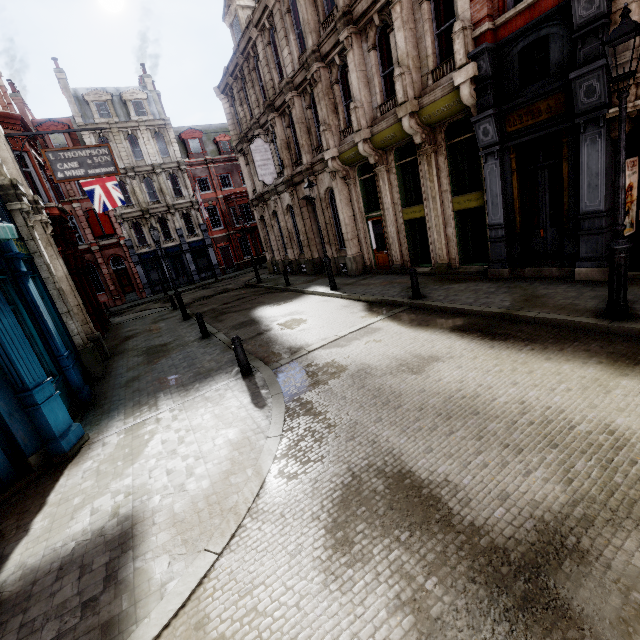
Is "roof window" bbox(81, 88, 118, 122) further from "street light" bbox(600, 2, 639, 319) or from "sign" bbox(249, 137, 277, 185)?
"street light" bbox(600, 2, 639, 319)

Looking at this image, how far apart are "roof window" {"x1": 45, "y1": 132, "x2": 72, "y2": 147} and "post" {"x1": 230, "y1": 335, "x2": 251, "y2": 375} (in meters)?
34.49

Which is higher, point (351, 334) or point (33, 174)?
point (33, 174)

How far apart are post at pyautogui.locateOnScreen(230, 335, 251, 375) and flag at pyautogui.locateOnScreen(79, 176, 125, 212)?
15.4m

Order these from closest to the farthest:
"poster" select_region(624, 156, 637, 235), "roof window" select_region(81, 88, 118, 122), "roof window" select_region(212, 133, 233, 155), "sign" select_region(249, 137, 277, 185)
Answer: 1. "poster" select_region(624, 156, 637, 235)
2. "sign" select_region(249, 137, 277, 185)
3. "roof window" select_region(81, 88, 118, 122)
4. "roof window" select_region(212, 133, 233, 155)

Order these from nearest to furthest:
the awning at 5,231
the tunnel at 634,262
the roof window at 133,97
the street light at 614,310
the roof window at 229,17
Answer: the awning at 5,231
the street light at 614,310
the tunnel at 634,262
the roof window at 229,17
the roof window at 133,97

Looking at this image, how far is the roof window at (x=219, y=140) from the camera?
36.1 meters

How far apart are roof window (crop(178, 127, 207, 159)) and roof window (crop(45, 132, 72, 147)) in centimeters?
952cm
